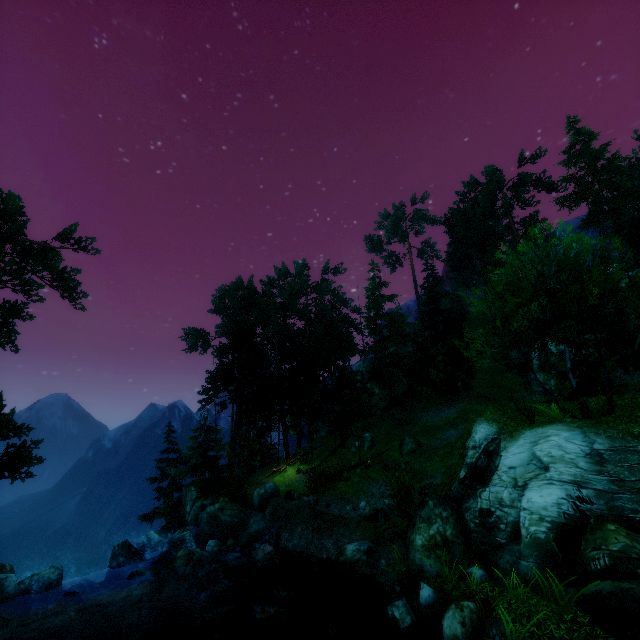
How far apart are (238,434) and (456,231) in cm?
4323

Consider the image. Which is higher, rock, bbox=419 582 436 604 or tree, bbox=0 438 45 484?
tree, bbox=0 438 45 484

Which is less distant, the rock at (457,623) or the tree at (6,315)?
the rock at (457,623)

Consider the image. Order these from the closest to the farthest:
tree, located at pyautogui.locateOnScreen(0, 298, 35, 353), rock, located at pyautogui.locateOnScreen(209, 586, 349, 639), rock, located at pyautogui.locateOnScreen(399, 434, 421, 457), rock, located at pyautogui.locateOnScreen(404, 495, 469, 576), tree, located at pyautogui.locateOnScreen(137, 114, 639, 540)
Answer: rock, located at pyautogui.locateOnScreen(209, 586, 349, 639) < rock, located at pyautogui.locateOnScreen(404, 495, 469, 576) < tree, located at pyautogui.locateOnScreen(137, 114, 639, 540) < tree, located at pyautogui.locateOnScreen(0, 298, 35, 353) < rock, located at pyautogui.locateOnScreen(399, 434, 421, 457)

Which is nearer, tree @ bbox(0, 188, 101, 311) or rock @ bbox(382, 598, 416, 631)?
rock @ bbox(382, 598, 416, 631)

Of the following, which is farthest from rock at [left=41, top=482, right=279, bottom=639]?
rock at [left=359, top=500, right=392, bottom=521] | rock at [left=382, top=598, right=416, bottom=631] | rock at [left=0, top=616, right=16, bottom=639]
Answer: rock at [left=382, top=598, right=416, bottom=631]

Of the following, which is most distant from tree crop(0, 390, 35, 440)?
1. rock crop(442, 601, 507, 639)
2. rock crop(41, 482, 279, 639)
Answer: rock crop(442, 601, 507, 639)

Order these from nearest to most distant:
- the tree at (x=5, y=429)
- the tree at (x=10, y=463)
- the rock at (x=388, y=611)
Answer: the rock at (x=388, y=611) < the tree at (x=5, y=429) < the tree at (x=10, y=463)
